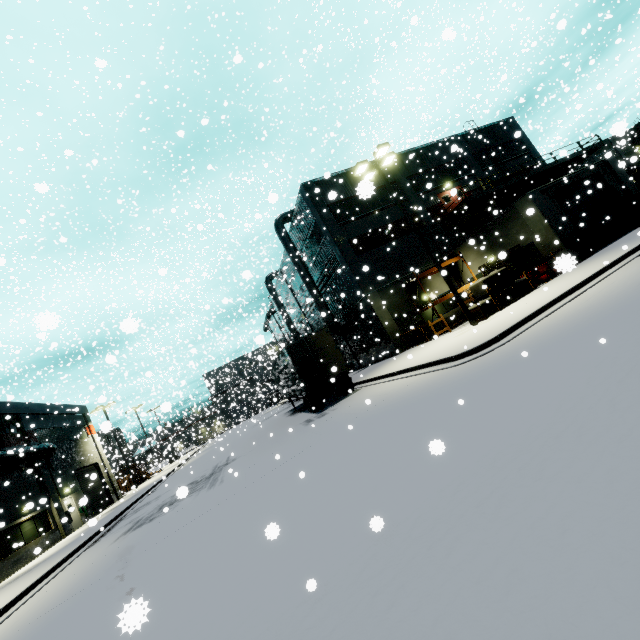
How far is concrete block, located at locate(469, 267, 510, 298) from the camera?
16.3m

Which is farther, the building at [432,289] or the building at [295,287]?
the building at [295,287]

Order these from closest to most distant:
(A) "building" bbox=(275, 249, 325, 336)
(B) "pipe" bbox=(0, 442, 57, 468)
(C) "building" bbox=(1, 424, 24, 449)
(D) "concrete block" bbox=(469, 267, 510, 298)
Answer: (D) "concrete block" bbox=(469, 267, 510, 298), (B) "pipe" bbox=(0, 442, 57, 468), (C) "building" bbox=(1, 424, 24, 449), (A) "building" bbox=(275, 249, 325, 336)

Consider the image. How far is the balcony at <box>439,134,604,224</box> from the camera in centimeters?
2481cm

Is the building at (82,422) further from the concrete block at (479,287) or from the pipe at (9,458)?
the concrete block at (479,287)

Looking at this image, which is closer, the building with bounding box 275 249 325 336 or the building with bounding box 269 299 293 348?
the building with bounding box 275 249 325 336

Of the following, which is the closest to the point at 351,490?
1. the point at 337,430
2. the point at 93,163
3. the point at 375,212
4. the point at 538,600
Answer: the point at 538,600

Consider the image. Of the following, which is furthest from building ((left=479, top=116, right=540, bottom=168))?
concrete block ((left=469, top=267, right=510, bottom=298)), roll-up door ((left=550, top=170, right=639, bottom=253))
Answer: concrete block ((left=469, top=267, right=510, bottom=298))
